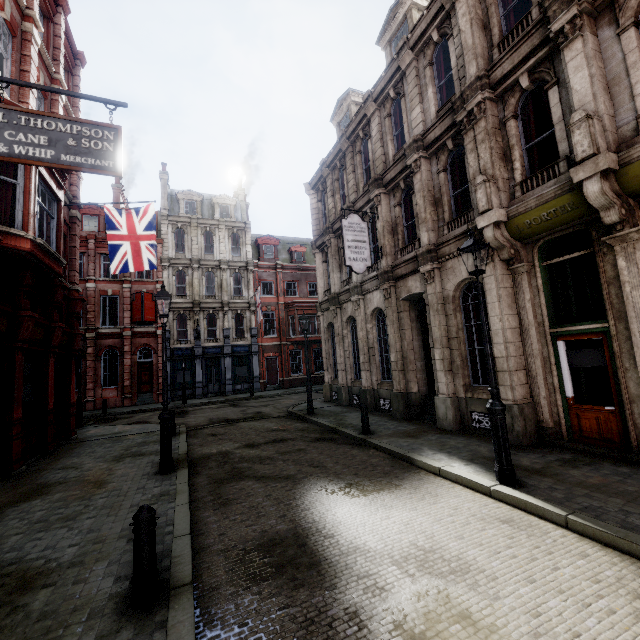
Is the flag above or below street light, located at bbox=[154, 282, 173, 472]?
above

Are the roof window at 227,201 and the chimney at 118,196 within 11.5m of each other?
yes

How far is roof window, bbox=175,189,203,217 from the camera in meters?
30.6 m

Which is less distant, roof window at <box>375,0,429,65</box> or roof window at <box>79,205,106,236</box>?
roof window at <box>375,0,429,65</box>

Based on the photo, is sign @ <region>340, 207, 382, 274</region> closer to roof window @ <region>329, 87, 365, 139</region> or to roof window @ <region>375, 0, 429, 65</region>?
roof window @ <region>375, 0, 429, 65</region>

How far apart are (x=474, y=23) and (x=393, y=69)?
4.15m

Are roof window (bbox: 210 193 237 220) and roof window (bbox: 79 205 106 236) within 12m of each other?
yes

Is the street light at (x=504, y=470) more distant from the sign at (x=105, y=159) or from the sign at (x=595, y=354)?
the sign at (x=105, y=159)
